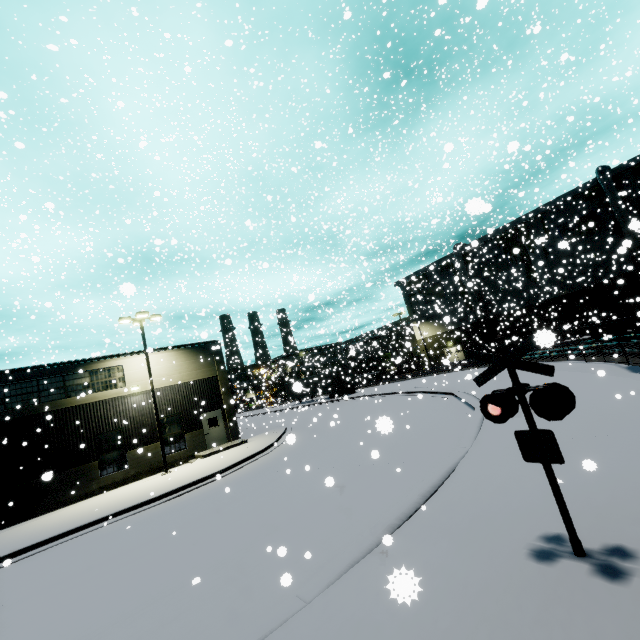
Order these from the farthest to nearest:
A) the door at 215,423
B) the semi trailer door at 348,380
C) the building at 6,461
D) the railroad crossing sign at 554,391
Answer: the semi trailer door at 348,380 < the door at 215,423 < the building at 6,461 < the railroad crossing sign at 554,391

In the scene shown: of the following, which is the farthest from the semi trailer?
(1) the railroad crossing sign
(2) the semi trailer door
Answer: (1) the railroad crossing sign

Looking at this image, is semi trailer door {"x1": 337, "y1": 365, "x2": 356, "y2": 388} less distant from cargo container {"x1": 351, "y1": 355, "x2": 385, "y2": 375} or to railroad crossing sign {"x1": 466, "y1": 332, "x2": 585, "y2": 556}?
cargo container {"x1": 351, "y1": 355, "x2": 385, "y2": 375}

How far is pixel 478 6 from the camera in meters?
3.5 m

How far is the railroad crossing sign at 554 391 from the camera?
3.9m

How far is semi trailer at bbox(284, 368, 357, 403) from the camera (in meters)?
30.05

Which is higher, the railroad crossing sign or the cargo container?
the cargo container

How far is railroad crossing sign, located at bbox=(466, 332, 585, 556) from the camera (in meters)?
3.92
